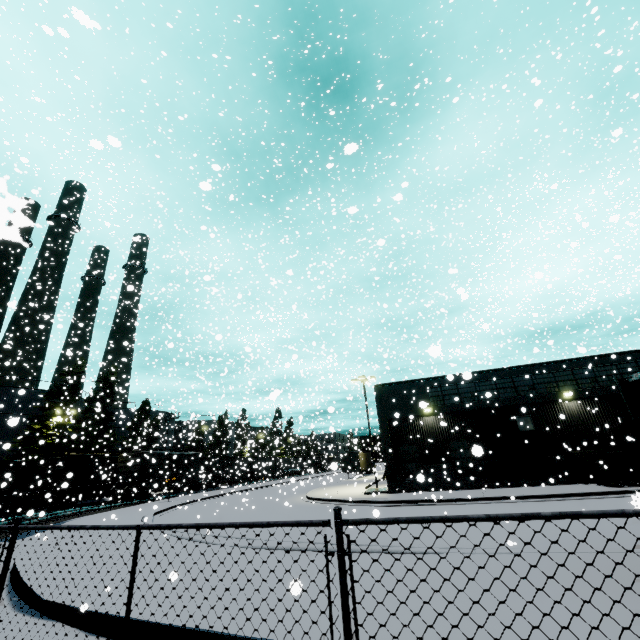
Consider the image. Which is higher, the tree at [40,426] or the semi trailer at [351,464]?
the tree at [40,426]

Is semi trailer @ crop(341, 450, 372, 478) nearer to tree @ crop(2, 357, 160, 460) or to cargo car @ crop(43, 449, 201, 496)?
cargo car @ crop(43, 449, 201, 496)

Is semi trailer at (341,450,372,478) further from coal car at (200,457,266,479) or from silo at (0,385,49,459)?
coal car at (200,457,266,479)

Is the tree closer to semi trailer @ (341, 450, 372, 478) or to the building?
the building

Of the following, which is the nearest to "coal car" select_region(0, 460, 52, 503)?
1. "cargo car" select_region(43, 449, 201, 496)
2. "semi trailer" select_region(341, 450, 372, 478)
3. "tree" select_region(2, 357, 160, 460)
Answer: "cargo car" select_region(43, 449, 201, 496)

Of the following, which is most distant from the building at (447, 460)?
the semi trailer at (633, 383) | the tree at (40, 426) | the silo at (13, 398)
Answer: the tree at (40, 426)

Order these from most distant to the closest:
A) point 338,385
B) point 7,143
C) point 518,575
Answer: point 338,385 < point 7,143 < point 518,575

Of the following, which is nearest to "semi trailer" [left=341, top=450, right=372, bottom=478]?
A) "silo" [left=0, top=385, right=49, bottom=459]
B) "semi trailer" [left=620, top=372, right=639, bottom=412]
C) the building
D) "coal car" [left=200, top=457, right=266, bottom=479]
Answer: "silo" [left=0, top=385, right=49, bottom=459]
